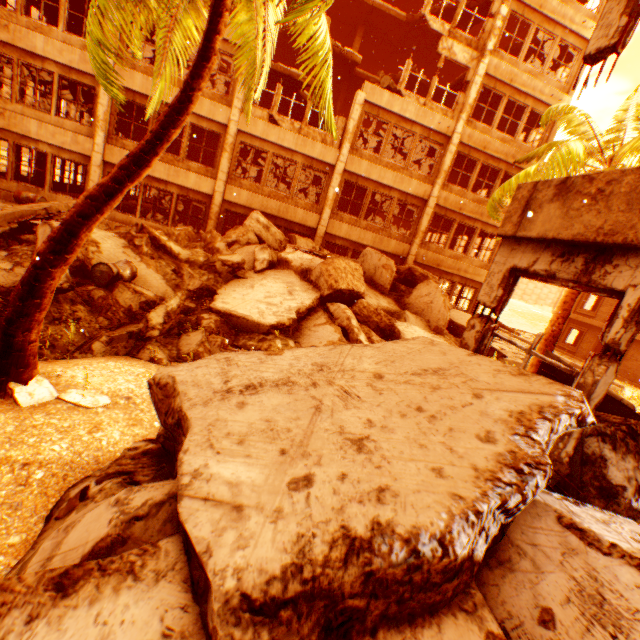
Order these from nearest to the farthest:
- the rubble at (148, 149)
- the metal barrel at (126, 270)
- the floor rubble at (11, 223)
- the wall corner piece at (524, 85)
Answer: the rubble at (148, 149) < the metal barrel at (126, 270) < the floor rubble at (11, 223) < the wall corner piece at (524, 85)

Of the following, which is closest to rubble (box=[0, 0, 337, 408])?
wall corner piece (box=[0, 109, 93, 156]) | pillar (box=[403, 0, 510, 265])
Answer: pillar (box=[403, 0, 510, 265])

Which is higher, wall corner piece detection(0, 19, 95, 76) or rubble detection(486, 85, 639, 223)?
rubble detection(486, 85, 639, 223)

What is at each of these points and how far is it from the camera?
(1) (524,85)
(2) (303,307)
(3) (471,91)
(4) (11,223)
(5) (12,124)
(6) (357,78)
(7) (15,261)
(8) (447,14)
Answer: (1) wall corner piece, 15.3 meters
(2) rock pile, 9.1 meters
(3) pillar, 14.9 meters
(4) floor rubble, 8.0 meters
(5) wall corner piece, 12.8 meters
(6) floor rubble, 18.8 meters
(7) rock pile, 5.5 meters
(8) floor rubble, 16.2 meters

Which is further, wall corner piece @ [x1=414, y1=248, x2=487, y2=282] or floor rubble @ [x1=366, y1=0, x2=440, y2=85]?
floor rubble @ [x1=366, y1=0, x2=440, y2=85]

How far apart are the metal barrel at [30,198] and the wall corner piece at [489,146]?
18.7m

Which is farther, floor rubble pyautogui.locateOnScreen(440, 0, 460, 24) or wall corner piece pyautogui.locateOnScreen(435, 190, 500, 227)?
wall corner piece pyautogui.locateOnScreen(435, 190, 500, 227)

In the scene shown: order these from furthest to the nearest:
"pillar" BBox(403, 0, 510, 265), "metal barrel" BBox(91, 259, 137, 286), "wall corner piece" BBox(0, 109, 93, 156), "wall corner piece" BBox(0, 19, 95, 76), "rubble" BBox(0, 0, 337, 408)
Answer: "pillar" BBox(403, 0, 510, 265) → "wall corner piece" BBox(0, 109, 93, 156) → "wall corner piece" BBox(0, 19, 95, 76) → "metal barrel" BBox(91, 259, 137, 286) → "rubble" BBox(0, 0, 337, 408)
